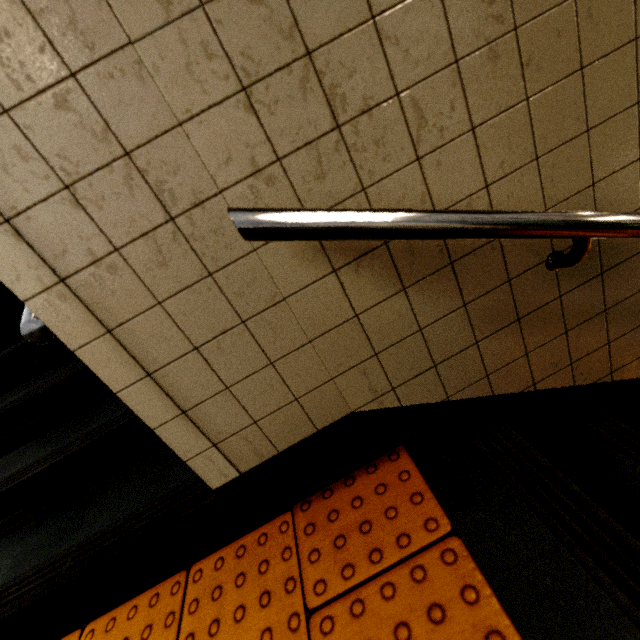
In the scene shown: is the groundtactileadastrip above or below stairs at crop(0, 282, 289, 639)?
below

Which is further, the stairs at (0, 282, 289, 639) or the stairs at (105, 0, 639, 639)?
the stairs at (0, 282, 289, 639)

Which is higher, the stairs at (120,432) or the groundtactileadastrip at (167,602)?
the stairs at (120,432)

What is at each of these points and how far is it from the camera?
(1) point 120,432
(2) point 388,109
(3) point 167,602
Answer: (1) stairs, 1.5 meters
(2) stairs, 0.7 meters
(3) groundtactileadastrip, 1.2 meters

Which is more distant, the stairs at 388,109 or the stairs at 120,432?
the stairs at 120,432
